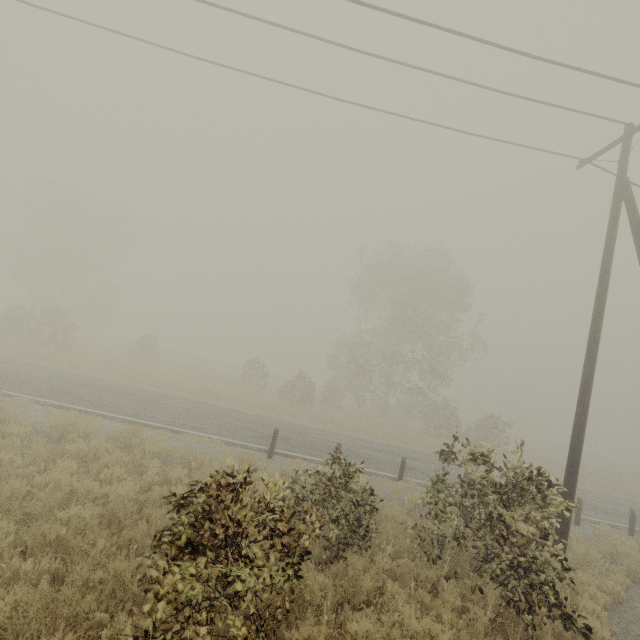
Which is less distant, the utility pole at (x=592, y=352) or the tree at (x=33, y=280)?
the utility pole at (x=592, y=352)

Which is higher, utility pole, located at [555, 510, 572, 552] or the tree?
the tree

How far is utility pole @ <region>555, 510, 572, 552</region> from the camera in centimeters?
790cm

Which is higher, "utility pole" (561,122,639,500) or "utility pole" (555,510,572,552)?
"utility pole" (561,122,639,500)

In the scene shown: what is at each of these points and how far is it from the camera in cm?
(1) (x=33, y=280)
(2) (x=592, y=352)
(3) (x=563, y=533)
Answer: (1) tree, 3722
(2) utility pole, 838
(3) utility pole, 792

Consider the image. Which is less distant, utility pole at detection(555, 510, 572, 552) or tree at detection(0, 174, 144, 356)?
utility pole at detection(555, 510, 572, 552)

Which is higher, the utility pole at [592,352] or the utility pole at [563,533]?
the utility pole at [592,352]
